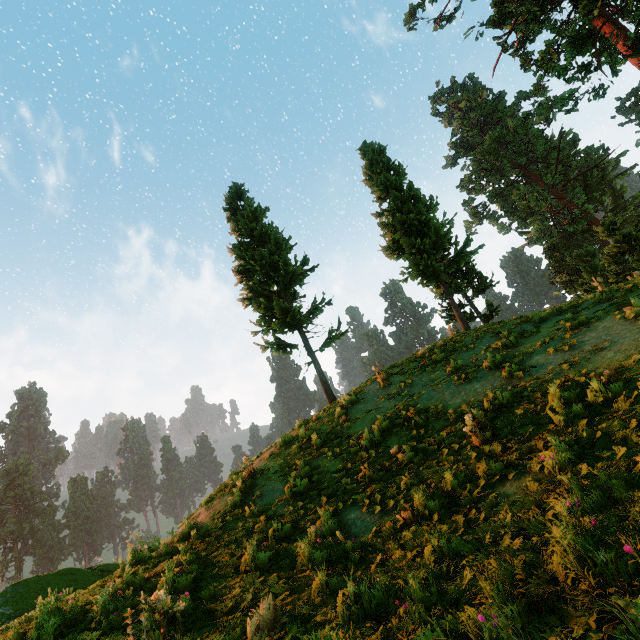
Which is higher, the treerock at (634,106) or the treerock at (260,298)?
the treerock at (634,106)

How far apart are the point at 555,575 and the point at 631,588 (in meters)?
0.61

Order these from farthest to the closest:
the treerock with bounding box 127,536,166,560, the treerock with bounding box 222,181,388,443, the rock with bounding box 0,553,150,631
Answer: the treerock with bounding box 222,181,388,443
the treerock with bounding box 127,536,166,560
the rock with bounding box 0,553,150,631

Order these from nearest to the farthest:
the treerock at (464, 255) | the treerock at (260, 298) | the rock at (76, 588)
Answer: the rock at (76, 588), the treerock at (260, 298), the treerock at (464, 255)

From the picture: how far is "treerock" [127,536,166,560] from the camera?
8.4 meters

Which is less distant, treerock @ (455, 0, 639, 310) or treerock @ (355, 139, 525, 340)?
treerock @ (455, 0, 639, 310)

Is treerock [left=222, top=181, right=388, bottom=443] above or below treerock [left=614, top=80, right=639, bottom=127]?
below
